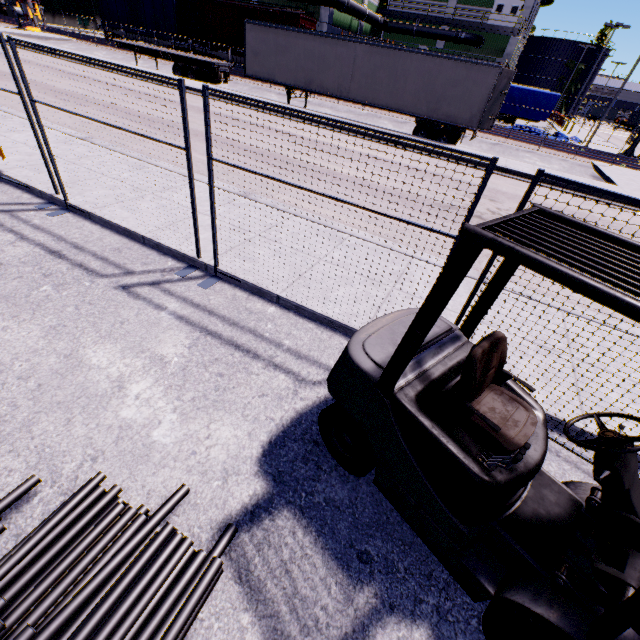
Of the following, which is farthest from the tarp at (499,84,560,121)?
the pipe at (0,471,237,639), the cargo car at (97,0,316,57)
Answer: the pipe at (0,471,237,639)

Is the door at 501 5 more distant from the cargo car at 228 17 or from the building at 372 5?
the cargo car at 228 17

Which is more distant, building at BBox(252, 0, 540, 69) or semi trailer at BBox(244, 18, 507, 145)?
building at BBox(252, 0, 540, 69)

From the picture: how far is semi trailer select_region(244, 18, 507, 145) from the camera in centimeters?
1602cm

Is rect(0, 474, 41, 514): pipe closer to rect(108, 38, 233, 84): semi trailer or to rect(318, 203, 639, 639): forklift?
rect(318, 203, 639, 639): forklift

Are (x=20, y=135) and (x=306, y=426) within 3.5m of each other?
no

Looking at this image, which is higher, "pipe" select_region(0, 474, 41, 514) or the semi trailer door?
the semi trailer door

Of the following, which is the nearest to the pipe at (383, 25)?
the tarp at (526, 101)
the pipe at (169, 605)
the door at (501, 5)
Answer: the tarp at (526, 101)
